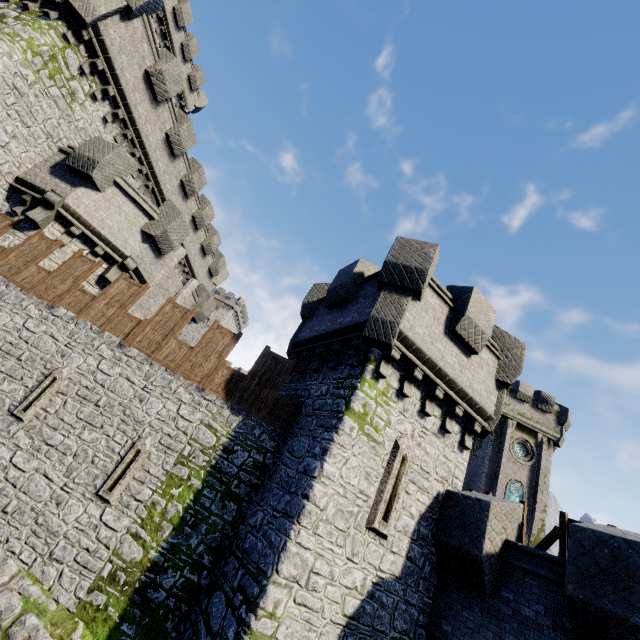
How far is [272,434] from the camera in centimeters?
955cm

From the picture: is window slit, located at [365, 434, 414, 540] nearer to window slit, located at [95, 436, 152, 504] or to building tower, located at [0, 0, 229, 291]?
window slit, located at [95, 436, 152, 504]

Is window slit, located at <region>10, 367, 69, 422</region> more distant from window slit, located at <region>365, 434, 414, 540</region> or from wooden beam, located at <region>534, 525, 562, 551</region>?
wooden beam, located at <region>534, 525, 562, 551</region>

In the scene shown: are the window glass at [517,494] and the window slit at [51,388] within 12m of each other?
no

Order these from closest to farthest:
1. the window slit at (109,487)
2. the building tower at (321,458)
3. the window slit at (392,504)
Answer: the building tower at (321,458) → the window slit at (392,504) → the window slit at (109,487)

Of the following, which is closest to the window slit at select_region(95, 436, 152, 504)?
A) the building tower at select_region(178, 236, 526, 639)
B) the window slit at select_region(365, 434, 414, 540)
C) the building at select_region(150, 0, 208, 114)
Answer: the building tower at select_region(178, 236, 526, 639)

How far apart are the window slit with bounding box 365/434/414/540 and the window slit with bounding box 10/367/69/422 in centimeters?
949cm

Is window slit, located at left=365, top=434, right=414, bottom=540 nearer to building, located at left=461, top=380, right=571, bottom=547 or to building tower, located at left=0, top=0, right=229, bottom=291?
building tower, located at left=0, top=0, right=229, bottom=291
